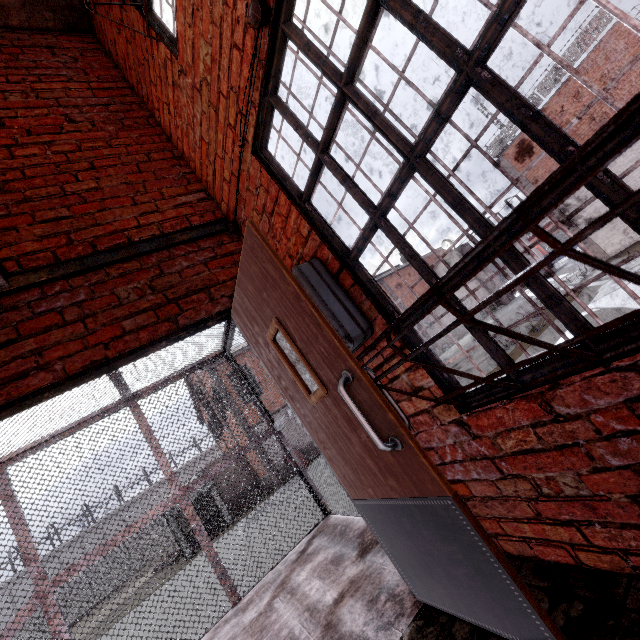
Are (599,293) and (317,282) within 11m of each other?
no

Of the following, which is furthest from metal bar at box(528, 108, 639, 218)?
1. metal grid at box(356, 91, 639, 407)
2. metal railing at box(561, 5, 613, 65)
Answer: metal railing at box(561, 5, 613, 65)

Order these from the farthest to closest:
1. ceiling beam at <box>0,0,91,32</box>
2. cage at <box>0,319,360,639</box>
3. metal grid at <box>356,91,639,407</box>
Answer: cage at <box>0,319,360,639</box>
ceiling beam at <box>0,0,91,32</box>
metal grid at <box>356,91,639,407</box>

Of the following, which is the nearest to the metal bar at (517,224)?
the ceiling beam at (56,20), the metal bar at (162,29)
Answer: the metal bar at (162,29)

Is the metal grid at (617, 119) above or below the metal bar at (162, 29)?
below

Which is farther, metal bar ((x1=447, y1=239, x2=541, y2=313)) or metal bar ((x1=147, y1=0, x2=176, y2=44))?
metal bar ((x1=147, y1=0, x2=176, y2=44))

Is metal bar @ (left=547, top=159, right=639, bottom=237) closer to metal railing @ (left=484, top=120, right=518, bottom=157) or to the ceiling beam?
the ceiling beam
